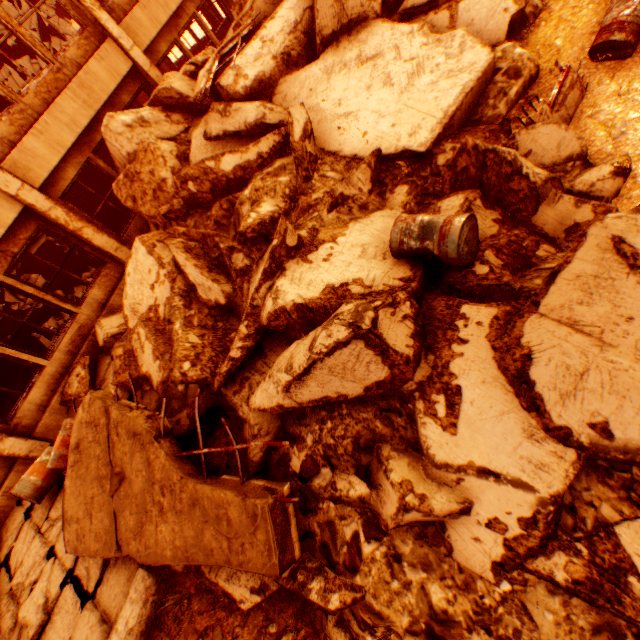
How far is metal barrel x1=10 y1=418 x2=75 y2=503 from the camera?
5.9m

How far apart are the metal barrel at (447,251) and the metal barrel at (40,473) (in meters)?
6.61

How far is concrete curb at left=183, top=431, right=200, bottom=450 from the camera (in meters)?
4.62

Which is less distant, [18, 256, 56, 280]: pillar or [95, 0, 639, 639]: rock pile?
[95, 0, 639, 639]: rock pile

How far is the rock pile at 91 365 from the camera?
7.4 meters

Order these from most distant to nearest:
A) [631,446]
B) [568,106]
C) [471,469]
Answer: [568,106] → [471,469] → [631,446]

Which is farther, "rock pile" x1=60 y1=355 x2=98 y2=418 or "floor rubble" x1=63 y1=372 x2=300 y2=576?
"rock pile" x1=60 y1=355 x2=98 y2=418

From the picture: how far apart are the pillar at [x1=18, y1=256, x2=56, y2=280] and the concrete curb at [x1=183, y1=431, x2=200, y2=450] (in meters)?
12.69
